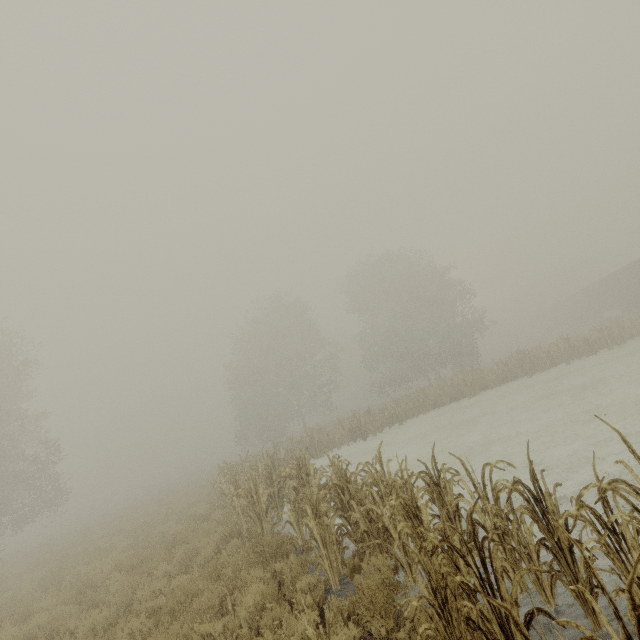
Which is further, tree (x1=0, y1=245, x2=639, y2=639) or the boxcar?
the boxcar

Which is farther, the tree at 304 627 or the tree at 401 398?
the tree at 304 627

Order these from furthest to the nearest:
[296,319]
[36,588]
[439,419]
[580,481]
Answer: [296,319], [439,419], [36,588], [580,481]

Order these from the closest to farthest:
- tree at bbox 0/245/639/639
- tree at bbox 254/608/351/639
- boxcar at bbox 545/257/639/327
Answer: tree at bbox 0/245/639/639
tree at bbox 254/608/351/639
boxcar at bbox 545/257/639/327

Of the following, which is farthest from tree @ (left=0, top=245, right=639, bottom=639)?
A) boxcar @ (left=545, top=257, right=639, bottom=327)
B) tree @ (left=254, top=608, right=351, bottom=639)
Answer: boxcar @ (left=545, top=257, right=639, bottom=327)

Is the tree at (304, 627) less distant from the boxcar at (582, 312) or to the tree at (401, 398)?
the tree at (401, 398)

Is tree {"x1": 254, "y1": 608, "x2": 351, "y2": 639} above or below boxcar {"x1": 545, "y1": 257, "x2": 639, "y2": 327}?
below
